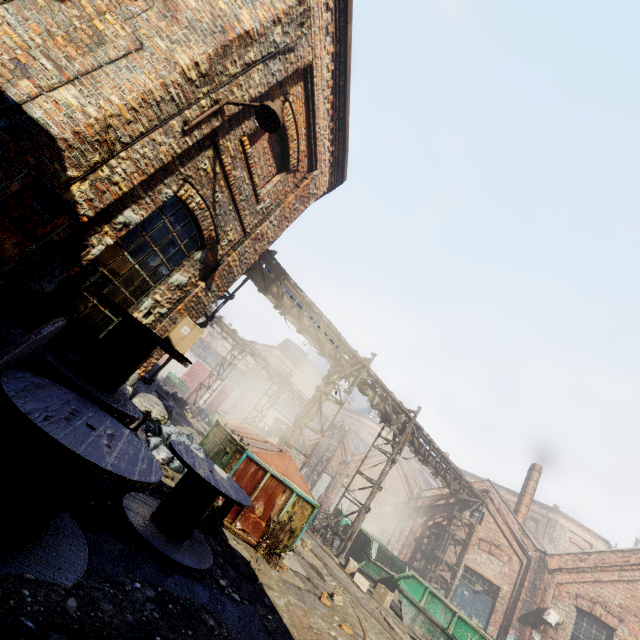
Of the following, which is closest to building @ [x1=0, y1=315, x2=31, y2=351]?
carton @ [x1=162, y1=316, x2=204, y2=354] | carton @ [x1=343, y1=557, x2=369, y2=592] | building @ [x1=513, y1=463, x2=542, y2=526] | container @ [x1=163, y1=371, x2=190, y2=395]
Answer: carton @ [x1=162, y1=316, x2=204, y2=354]

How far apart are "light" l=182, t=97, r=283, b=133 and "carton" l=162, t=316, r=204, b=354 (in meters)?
2.69

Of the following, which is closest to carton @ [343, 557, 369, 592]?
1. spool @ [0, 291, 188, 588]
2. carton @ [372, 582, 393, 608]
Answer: carton @ [372, 582, 393, 608]

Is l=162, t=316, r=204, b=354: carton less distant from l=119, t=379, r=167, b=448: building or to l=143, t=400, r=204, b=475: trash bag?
l=119, t=379, r=167, b=448: building

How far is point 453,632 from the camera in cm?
988

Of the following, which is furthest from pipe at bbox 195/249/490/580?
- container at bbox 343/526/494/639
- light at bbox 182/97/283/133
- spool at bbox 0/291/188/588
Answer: light at bbox 182/97/283/133

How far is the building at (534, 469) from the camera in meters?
18.6 m

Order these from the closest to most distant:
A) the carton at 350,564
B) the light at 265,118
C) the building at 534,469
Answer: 1. the light at 265,118
2. the carton at 350,564
3. the building at 534,469
